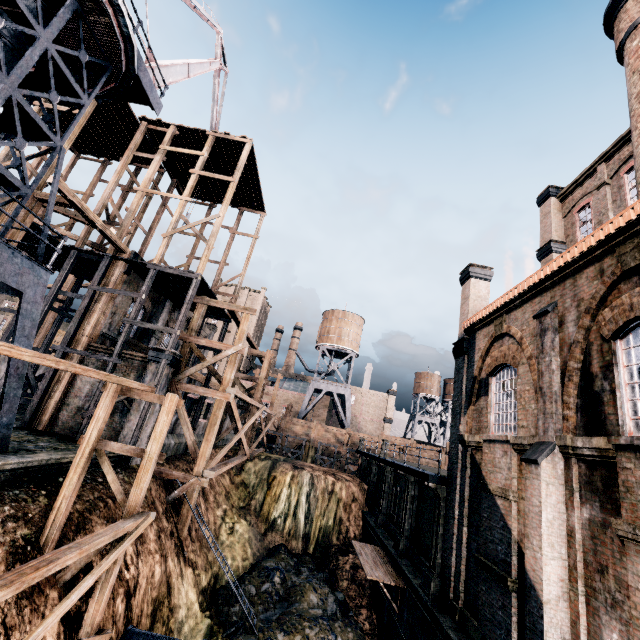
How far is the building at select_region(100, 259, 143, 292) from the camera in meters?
20.6

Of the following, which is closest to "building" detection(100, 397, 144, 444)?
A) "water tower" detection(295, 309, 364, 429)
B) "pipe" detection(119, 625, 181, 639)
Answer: "pipe" detection(119, 625, 181, 639)

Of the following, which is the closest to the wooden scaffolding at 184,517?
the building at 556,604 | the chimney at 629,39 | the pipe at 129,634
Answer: the building at 556,604

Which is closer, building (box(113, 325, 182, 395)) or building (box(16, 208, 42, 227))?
building (box(16, 208, 42, 227))

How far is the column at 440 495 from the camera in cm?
1394

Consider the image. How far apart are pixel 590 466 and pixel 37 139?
22.4 meters

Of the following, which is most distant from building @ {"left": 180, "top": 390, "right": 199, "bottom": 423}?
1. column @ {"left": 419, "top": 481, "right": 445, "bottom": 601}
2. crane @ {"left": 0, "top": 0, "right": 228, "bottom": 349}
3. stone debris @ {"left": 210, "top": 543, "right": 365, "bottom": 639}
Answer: stone debris @ {"left": 210, "top": 543, "right": 365, "bottom": 639}

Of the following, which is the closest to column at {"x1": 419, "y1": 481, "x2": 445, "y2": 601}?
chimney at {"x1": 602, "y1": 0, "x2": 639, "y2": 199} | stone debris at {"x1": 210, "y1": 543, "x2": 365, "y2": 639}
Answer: stone debris at {"x1": 210, "y1": 543, "x2": 365, "y2": 639}
